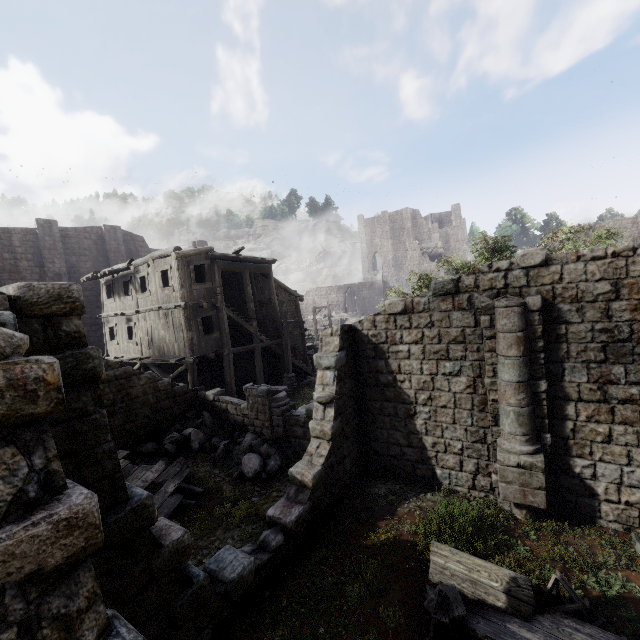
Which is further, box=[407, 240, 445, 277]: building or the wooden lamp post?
box=[407, 240, 445, 277]: building

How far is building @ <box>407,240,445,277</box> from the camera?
54.9m

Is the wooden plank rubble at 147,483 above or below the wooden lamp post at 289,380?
below

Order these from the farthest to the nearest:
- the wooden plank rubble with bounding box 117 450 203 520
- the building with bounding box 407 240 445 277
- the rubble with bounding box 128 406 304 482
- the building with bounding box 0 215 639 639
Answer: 1. the building with bounding box 407 240 445 277
2. the rubble with bounding box 128 406 304 482
3. the wooden plank rubble with bounding box 117 450 203 520
4. the building with bounding box 0 215 639 639

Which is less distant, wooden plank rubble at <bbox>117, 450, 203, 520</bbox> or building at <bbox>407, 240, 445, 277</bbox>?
wooden plank rubble at <bbox>117, 450, 203, 520</bbox>

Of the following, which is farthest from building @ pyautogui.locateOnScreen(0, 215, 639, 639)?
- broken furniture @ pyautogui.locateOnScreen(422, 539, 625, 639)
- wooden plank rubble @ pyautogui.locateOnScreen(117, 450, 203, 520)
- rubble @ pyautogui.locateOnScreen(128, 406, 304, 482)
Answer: broken furniture @ pyautogui.locateOnScreen(422, 539, 625, 639)

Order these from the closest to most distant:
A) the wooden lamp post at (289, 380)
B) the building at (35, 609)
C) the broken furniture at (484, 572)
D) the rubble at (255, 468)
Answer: the building at (35, 609) → the broken furniture at (484, 572) → the rubble at (255, 468) → the wooden lamp post at (289, 380)

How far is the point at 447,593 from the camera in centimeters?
547cm
